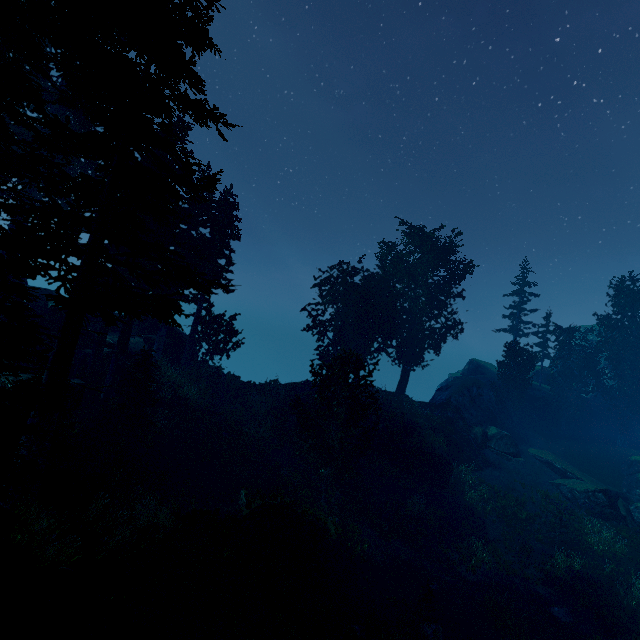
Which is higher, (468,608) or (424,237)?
(424,237)

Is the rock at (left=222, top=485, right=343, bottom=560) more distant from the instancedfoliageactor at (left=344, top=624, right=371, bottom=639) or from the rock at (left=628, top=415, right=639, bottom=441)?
the rock at (left=628, top=415, right=639, bottom=441)

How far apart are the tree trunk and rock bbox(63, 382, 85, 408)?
13.2 meters

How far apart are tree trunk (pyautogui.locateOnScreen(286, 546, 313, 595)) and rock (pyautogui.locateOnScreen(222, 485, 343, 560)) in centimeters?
53cm

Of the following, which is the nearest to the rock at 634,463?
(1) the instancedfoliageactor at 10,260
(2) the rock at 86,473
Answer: (1) the instancedfoliageactor at 10,260

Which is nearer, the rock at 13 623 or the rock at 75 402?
the rock at 13 623

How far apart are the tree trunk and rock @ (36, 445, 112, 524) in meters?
7.7 m

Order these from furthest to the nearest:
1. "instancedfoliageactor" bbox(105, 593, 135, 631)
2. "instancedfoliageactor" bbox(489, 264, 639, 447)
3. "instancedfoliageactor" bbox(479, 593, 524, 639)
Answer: "instancedfoliageactor" bbox(489, 264, 639, 447)
"instancedfoliageactor" bbox(479, 593, 524, 639)
"instancedfoliageactor" bbox(105, 593, 135, 631)
